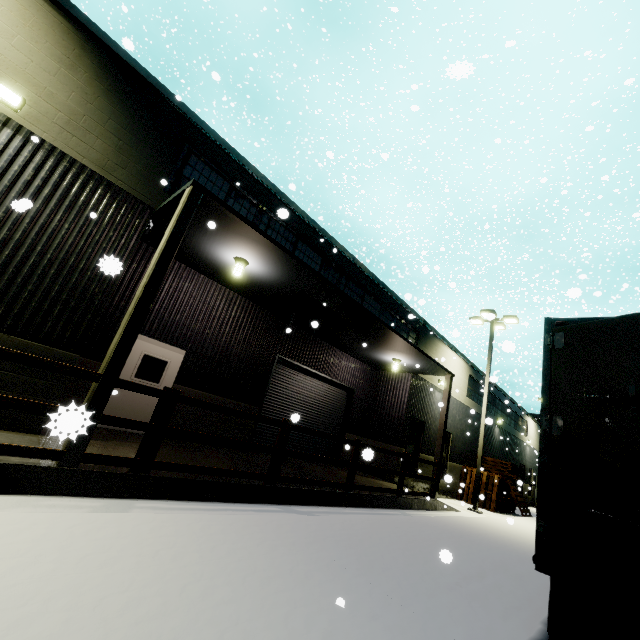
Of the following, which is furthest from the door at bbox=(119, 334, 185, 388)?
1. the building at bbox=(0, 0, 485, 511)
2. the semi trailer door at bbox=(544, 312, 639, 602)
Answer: the semi trailer door at bbox=(544, 312, 639, 602)

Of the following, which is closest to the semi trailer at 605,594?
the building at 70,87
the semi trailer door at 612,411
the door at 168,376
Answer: the semi trailer door at 612,411

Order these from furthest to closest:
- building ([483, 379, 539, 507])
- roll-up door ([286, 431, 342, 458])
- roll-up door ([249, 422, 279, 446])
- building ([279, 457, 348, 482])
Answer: building ([483, 379, 539, 507]), roll-up door ([286, 431, 342, 458]), roll-up door ([249, 422, 279, 446]), building ([279, 457, 348, 482])

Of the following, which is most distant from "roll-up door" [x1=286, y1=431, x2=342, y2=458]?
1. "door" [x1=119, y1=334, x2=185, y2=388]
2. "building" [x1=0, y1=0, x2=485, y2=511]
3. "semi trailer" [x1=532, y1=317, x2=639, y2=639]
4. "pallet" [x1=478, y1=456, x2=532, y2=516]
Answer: "pallet" [x1=478, y1=456, x2=532, y2=516]

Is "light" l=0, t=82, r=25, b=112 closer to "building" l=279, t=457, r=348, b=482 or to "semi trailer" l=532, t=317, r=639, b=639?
"building" l=279, t=457, r=348, b=482

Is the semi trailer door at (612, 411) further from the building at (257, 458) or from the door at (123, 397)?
the door at (123, 397)

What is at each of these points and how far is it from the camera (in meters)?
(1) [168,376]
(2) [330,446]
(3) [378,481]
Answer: (1) door, 9.35
(2) roll-up door, 14.38
(3) building, 13.02

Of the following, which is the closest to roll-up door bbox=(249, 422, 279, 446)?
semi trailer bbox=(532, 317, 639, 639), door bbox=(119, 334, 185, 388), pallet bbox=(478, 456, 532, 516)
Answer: door bbox=(119, 334, 185, 388)
